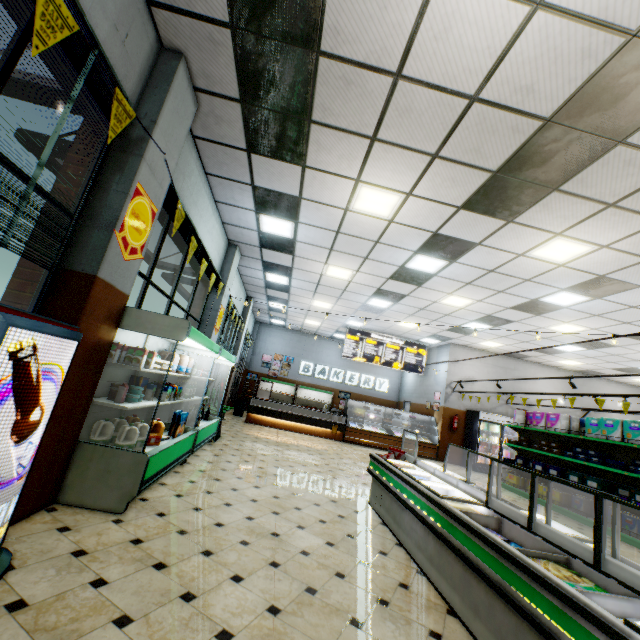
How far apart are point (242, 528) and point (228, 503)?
0.7 meters

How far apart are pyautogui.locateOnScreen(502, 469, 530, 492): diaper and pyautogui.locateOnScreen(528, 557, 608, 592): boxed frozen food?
7.7m

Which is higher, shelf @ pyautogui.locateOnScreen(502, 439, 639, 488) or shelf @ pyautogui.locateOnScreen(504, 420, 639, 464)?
shelf @ pyautogui.locateOnScreen(504, 420, 639, 464)

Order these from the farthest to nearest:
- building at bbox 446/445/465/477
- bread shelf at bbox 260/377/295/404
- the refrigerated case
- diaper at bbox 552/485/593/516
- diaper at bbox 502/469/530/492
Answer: bread shelf at bbox 260/377/295/404, building at bbox 446/445/465/477, diaper at bbox 502/469/530/492, diaper at bbox 552/485/593/516, the refrigerated case

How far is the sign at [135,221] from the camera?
3.33m

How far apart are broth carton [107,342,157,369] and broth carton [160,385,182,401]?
1.0m

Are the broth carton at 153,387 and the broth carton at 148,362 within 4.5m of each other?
yes

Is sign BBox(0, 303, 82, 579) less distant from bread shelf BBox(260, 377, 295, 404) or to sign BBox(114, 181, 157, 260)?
sign BBox(114, 181, 157, 260)
